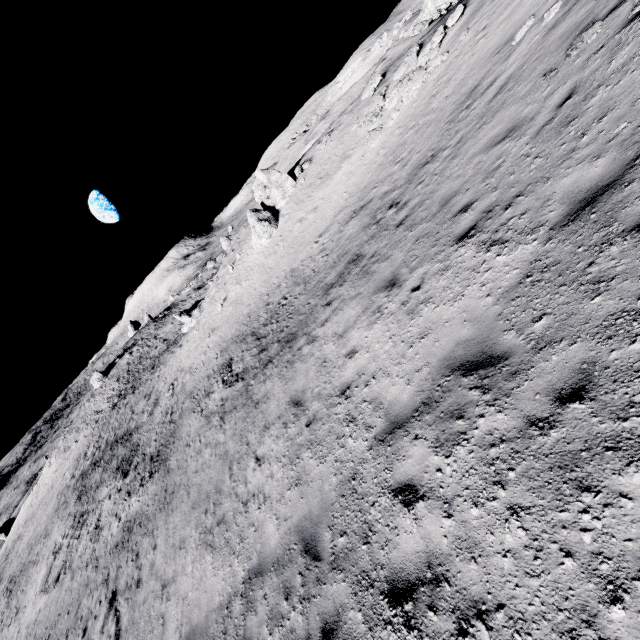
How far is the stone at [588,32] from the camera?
6.0 meters

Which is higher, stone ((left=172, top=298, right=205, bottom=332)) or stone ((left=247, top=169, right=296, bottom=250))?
stone ((left=247, top=169, right=296, bottom=250))

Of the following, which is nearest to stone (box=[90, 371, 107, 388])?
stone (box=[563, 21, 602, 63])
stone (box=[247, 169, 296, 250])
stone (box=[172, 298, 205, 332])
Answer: stone (box=[172, 298, 205, 332])

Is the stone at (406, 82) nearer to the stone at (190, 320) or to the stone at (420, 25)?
the stone at (420, 25)

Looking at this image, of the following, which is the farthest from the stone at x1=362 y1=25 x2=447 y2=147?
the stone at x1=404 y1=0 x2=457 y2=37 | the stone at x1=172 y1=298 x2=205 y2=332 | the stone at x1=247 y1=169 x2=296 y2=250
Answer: the stone at x1=172 y1=298 x2=205 y2=332

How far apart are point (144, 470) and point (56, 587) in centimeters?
751cm

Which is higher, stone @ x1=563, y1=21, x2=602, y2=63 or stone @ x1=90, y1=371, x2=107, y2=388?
stone @ x1=90, y1=371, x2=107, y2=388

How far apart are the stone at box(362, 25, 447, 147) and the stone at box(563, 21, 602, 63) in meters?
12.7
